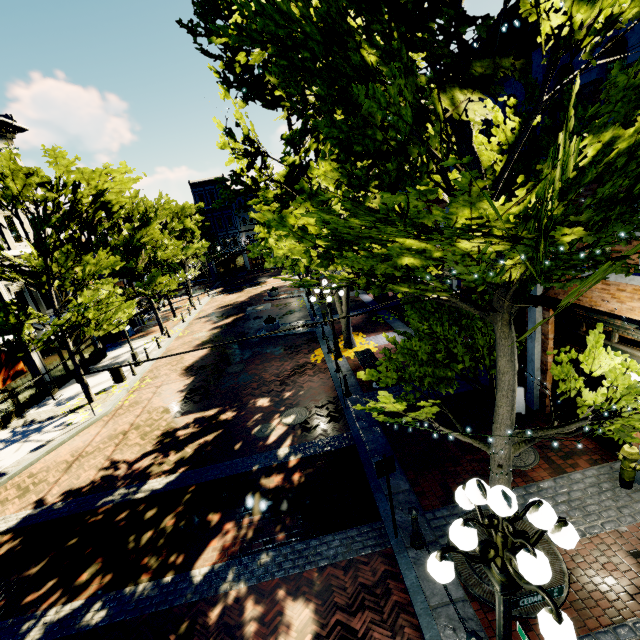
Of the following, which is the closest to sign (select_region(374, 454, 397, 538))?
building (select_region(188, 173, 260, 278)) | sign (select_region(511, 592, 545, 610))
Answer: sign (select_region(511, 592, 545, 610))

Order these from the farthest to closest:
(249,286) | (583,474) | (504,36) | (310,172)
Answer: (249,286) < (310,172) < (504,36) < (583,474)

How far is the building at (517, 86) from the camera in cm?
740

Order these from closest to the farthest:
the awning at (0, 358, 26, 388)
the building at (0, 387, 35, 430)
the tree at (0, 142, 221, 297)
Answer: the awning at (0, 358, 26, 388), the tree at (0, 142, 221, 297), the building at (0, 387, 35, 430)

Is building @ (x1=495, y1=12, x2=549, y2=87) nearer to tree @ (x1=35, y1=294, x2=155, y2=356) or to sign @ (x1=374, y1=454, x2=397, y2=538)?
tree @ (x1=35, y1=294, x2=155, y2=356)

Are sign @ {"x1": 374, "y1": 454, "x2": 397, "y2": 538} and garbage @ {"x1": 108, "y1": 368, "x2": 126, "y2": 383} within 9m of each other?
no

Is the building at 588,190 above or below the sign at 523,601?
above

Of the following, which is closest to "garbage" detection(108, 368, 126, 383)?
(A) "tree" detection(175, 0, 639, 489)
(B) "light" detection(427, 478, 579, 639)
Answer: (A) "tree" detection(175, 0, 639, 489)
